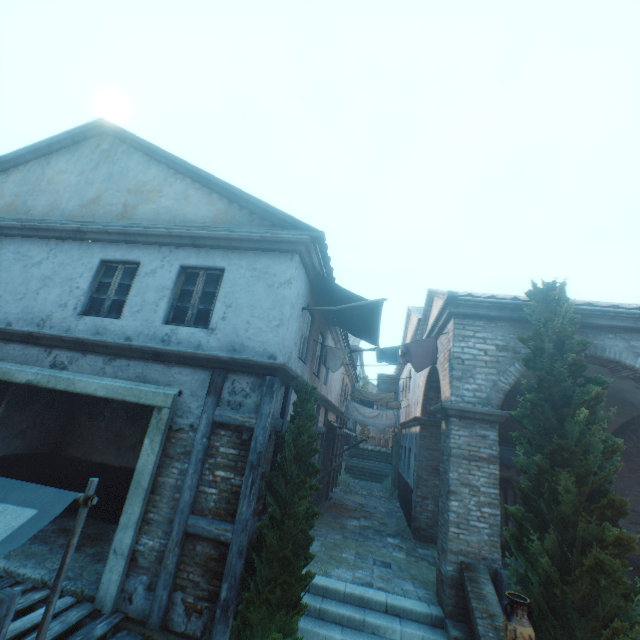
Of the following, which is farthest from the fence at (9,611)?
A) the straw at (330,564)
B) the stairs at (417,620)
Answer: the straw at (330,564)

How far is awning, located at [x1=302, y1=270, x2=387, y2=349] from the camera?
7.1 meters

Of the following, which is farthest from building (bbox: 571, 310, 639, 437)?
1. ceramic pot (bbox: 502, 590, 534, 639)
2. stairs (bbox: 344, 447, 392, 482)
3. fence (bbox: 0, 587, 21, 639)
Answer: ceramic pot (bbox: 502, 590, 534, 639)

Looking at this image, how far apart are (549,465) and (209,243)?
7.6 meters

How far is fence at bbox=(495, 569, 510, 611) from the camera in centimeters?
601cm

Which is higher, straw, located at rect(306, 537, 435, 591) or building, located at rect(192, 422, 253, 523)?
building, located at rect(192, 422, 253, 523)

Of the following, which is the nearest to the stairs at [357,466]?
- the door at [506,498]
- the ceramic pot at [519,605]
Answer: the door at [506,498]

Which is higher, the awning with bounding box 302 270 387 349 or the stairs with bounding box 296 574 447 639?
the awning with bounding box 302 270 387 349
